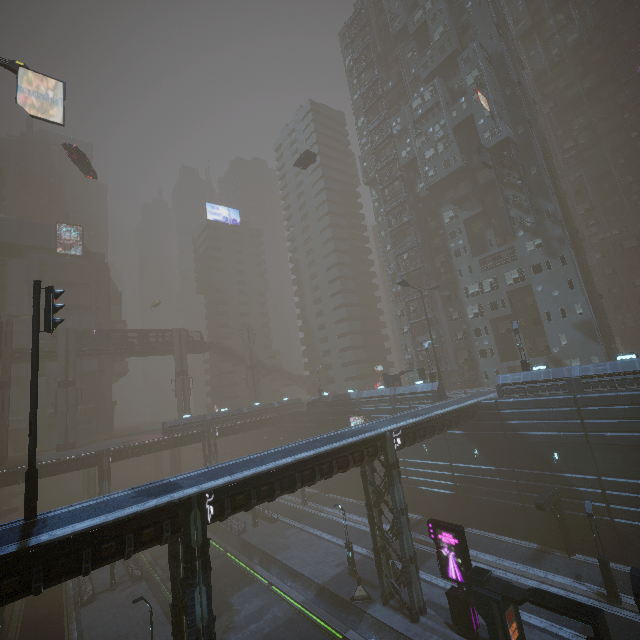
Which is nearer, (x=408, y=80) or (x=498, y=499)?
(x=498, y=499)

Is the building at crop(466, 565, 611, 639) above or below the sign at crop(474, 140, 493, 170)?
below

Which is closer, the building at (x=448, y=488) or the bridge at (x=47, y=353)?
the building at (x=448, y=488)

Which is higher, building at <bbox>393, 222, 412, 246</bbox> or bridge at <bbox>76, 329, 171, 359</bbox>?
building at <bbox>393, 222, 412, 246</bbox>

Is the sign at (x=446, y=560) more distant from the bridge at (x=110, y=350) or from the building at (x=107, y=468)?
the bridge at (x=110, y=350)

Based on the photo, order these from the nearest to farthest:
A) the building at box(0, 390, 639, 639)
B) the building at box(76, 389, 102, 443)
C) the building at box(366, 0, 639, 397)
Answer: the building at box(0, 390, 639, 639) < the building at box(366, 0, 639, 397) < the building at box(76, 389, 102, 443)

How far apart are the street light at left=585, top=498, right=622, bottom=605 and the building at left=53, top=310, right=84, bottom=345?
73.0m

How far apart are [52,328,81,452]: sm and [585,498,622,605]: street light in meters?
59.2
